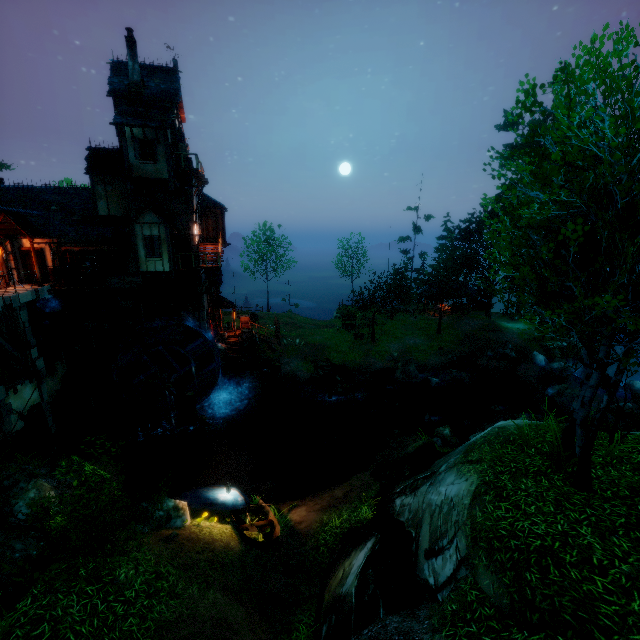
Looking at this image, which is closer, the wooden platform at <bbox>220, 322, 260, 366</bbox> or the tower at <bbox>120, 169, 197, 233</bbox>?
the tower at <bbox>120, 169, 197, 233</bbox>

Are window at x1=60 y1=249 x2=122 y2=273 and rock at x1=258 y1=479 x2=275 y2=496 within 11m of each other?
no

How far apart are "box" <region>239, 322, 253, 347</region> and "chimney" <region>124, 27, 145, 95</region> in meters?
16.8 m

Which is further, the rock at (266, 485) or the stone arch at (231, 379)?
the stone arch at (231, 379)

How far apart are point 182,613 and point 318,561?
4.5m

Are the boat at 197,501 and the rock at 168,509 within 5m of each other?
yes

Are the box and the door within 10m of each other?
yes

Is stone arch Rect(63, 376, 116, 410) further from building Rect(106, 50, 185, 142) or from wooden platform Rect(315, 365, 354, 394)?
wooden platform Rect(315, 365, 354, 394)
